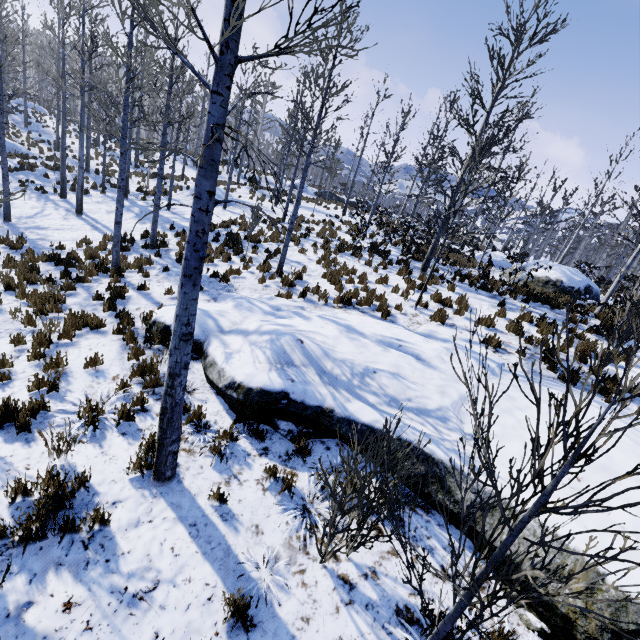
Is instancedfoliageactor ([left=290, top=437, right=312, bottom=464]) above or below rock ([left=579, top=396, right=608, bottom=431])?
below

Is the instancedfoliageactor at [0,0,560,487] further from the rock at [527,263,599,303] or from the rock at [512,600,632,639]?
the rock at [527,263,599,303]

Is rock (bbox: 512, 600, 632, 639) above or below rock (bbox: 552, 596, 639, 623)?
below

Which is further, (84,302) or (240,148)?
(84,302)

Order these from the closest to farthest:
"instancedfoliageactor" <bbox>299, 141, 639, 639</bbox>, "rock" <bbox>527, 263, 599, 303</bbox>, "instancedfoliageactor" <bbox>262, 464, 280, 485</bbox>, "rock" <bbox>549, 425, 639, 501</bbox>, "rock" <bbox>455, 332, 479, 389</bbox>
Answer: "instancedfoliageactor" <bbox>299, 141, 639, 639</bbox> < "rock" <bbox>549, 425, 639, 501</bbox> < "instancedfoliageactor" <bbox>262, 464, 280, 485</bbox> < "rock" <bbox>455, 332, 479, 389</bbox> < "rock" <bbox>527, 263, 599, 303</bbox>

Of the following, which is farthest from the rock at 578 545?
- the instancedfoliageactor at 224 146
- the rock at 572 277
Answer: the rock at 572 277

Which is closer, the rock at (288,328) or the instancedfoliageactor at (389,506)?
the instancedfoliageactor at (389,506)
